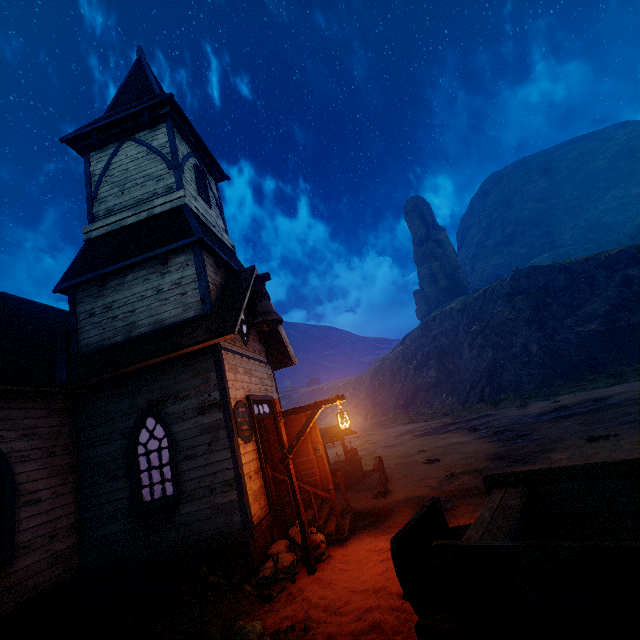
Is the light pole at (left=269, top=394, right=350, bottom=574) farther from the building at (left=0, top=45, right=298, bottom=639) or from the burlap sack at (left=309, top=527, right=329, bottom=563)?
the building at (left=0, top=45, right=298, bottom=639)

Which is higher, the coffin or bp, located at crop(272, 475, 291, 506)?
bp, located at crop(272, 475, 291, 506)

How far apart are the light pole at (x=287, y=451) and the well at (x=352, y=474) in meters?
6.2

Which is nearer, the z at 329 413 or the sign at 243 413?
the sign at 243 413

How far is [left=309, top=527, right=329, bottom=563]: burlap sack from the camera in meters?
6.5

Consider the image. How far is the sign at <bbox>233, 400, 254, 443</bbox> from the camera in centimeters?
744cm

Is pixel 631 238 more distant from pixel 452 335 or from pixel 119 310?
pixel 119 310

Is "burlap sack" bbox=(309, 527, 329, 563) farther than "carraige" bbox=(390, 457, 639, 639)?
Yes
